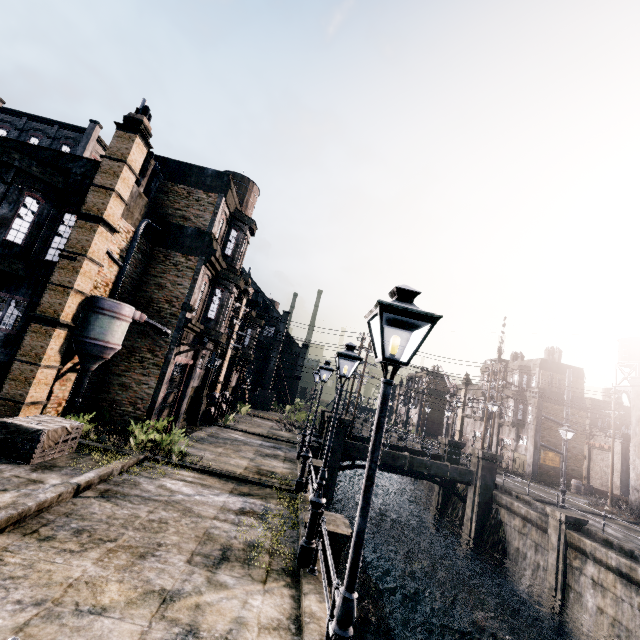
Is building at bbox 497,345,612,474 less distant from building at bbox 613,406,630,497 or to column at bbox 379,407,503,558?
building at bbox 613,406,630,497

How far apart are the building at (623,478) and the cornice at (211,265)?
47.89m

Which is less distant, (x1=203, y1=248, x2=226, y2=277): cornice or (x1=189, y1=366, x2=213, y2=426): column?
(x1=203, y1=248, x2=226, y2=277): cornice

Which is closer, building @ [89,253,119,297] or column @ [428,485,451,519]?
building @ [89,253,119,297]

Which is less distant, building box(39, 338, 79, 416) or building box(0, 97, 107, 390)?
building box(0, 97, 107, 390)

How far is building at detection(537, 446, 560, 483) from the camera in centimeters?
3628cm

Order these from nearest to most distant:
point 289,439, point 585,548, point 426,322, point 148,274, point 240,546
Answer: point 426,322
point 240,546
point 585,548
point 148,274
point 289,439

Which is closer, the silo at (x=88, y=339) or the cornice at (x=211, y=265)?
the silo at (x=88, y=339)
